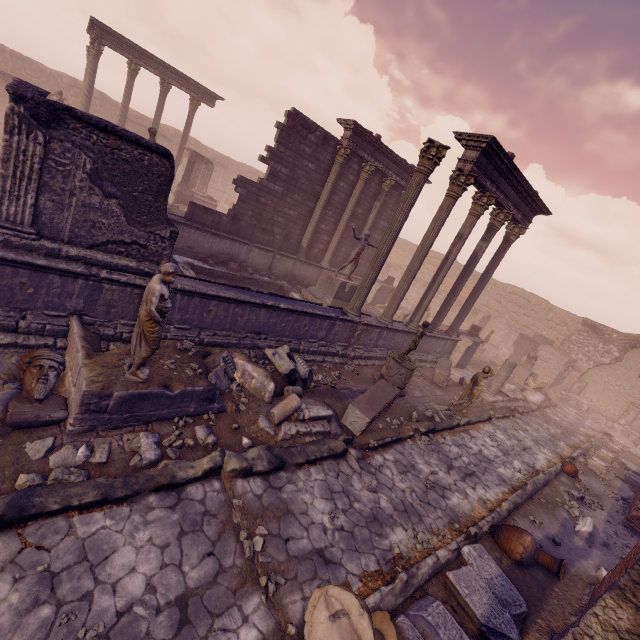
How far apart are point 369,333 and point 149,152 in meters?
8.1 m

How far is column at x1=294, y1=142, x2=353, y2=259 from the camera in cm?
1466

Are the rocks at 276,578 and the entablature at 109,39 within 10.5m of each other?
no

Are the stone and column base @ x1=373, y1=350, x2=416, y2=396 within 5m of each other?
no

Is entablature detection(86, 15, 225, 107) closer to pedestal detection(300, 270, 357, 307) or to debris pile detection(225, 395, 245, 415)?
pedestal detection(300, 270, 357, 307)

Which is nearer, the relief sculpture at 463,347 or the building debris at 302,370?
the building debris at 302,370

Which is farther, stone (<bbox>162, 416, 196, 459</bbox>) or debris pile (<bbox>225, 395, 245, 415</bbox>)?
debris pile (<bbox>225, 395, 245, 415</bbox>)

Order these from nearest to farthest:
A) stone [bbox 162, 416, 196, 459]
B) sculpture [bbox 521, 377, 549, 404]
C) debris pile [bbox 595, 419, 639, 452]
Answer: stone [bbox 162, 416, 196, 459], sculpture [bbox 521, 377, 549, 404], debris pile [bbox 595, 419, 639, 452]
